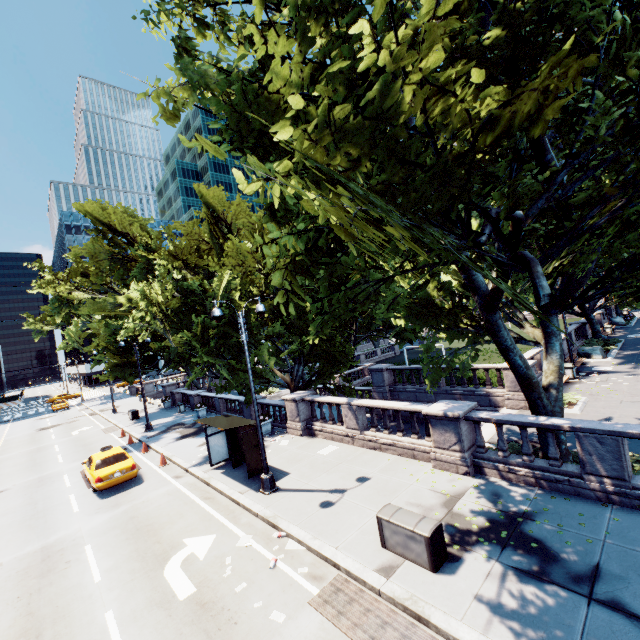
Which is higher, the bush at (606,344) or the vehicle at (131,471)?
the vehicle at (131,471)

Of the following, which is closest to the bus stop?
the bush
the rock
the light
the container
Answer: the light

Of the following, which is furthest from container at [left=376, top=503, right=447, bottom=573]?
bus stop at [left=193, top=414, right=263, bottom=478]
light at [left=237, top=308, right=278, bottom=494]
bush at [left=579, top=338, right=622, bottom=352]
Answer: bush at [left=579, top=338, right=622, bottom=352]

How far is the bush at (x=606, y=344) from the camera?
26.1 meters

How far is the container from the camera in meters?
7.3 m

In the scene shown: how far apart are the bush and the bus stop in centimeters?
2806cm

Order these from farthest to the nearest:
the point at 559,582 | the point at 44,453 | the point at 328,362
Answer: the point at 44,453 → the point at 328,362 → the point at 559,582

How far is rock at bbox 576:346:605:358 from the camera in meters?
24.5
